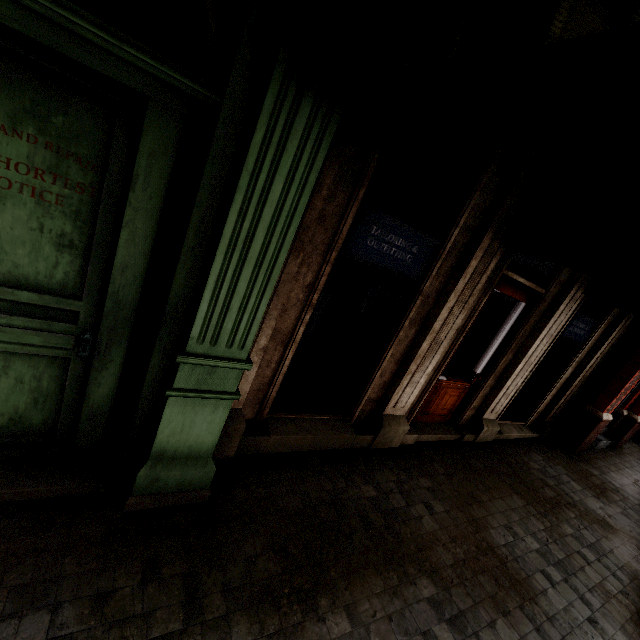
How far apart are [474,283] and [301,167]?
2.9 meters
